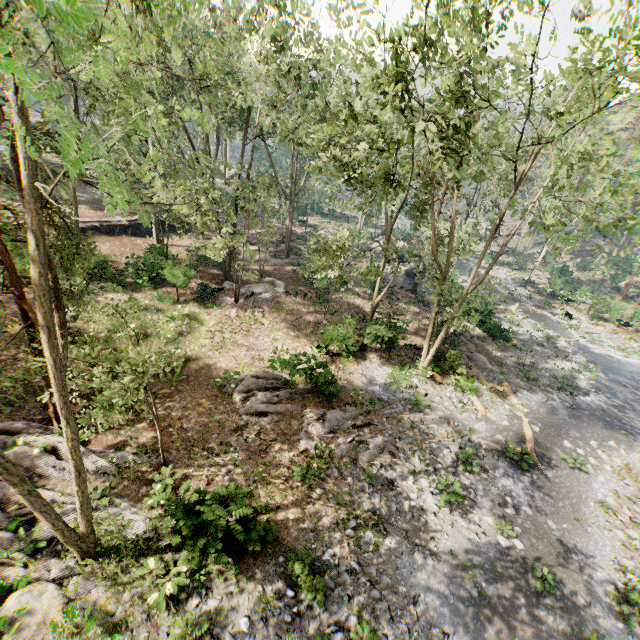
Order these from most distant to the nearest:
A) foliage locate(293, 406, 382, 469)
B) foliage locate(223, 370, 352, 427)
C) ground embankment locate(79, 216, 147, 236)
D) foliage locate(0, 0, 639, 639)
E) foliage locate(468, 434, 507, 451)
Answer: ground embankment locate(79, 216, 147, 236)
foliage locate(468, 434, 507, 451)
foliage locate(223, 370, 352, 427)
foliage locate(293, 406, 382, 469)
foliage locate(0, 0, 639, 639)

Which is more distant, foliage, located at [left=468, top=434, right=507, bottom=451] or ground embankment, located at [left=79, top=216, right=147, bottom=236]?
ground embankment, located at [left=79, top=216, right=147, bottom=236]

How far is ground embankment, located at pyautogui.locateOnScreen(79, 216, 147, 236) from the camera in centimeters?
2867cm

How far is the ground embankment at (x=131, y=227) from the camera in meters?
28.7 m

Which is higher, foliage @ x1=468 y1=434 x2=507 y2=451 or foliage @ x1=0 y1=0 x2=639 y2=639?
foliage @ x1=0 y1=0 x2=639 y2=639

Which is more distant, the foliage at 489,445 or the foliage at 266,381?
the foliage at 489,445

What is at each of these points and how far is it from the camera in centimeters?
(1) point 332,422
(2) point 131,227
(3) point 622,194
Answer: (1) foliage, 1538cm
(2) ground embankment, 3145cm
(3) foliage, 966cm
